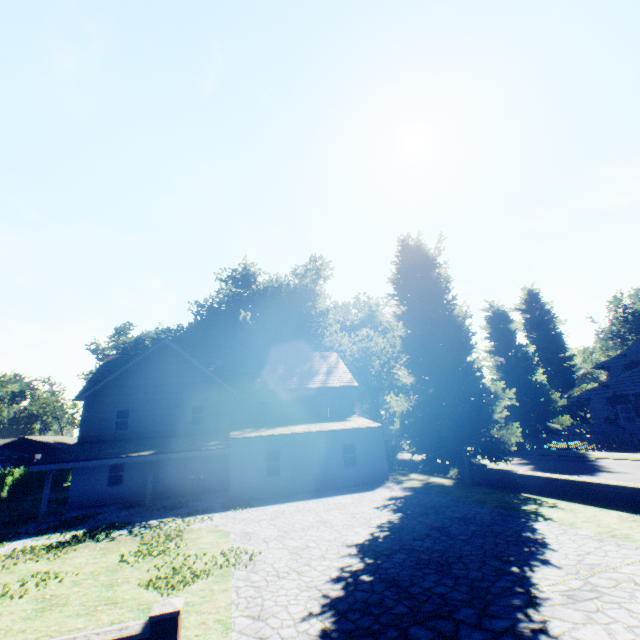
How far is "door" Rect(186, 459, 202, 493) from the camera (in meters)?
22.53

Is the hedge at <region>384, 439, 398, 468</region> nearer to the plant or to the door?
the plant

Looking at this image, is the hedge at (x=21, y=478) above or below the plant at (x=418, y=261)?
below

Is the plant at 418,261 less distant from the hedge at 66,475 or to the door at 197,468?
the hedge at 66,475

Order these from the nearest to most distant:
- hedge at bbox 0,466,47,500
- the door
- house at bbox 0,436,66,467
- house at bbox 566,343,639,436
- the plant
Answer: the plant < the door < hedge at bbox 0,466,47,500 < house at bbox 566,343,639,436 < house at bbox 0,436,66,467

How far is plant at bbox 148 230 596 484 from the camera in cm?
1756

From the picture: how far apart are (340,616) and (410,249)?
20.2 meters

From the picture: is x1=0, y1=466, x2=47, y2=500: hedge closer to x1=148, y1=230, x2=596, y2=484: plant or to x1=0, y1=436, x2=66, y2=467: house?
x1=148, y1=230, x2=596, y2=484: plant
